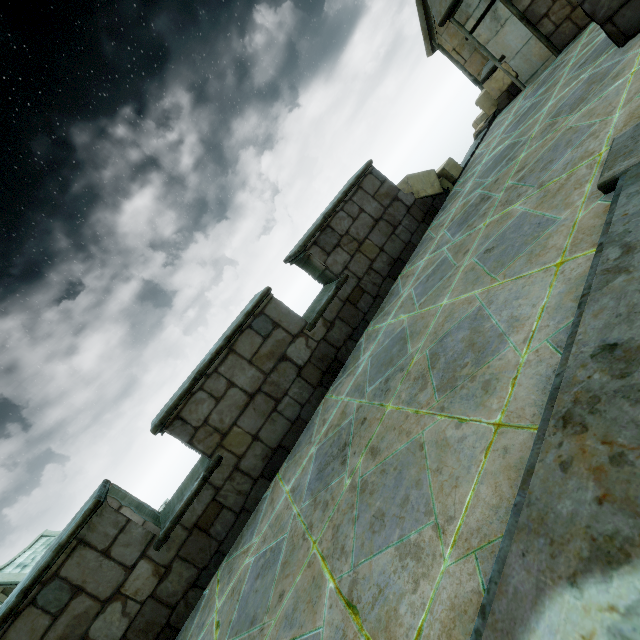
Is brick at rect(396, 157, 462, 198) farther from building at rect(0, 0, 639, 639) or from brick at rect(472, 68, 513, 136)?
brick at rect(472, 68, 513, 136)

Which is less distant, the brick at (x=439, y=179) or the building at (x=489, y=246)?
the building at (x=489, y=246)

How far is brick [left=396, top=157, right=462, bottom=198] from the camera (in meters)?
6.06

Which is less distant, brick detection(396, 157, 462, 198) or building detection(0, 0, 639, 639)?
building detection(0, 0, 639, 639)

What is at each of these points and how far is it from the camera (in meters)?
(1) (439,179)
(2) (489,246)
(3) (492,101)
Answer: (1) brick, 6.43
(2) building, 3.18
(3) brick, 7.35

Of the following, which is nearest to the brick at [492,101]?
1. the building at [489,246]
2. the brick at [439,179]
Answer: the building at [489,246]

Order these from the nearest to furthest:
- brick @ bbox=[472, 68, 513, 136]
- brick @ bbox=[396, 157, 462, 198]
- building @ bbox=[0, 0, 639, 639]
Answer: building @ bbox=[0, 0, 639, 639] < brick @ bbox=[396, 157, 462, 198] < brick @ bbox=[472, 68, 513, 136]

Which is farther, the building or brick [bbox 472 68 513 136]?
brick [bbox 472 68 513 136]
